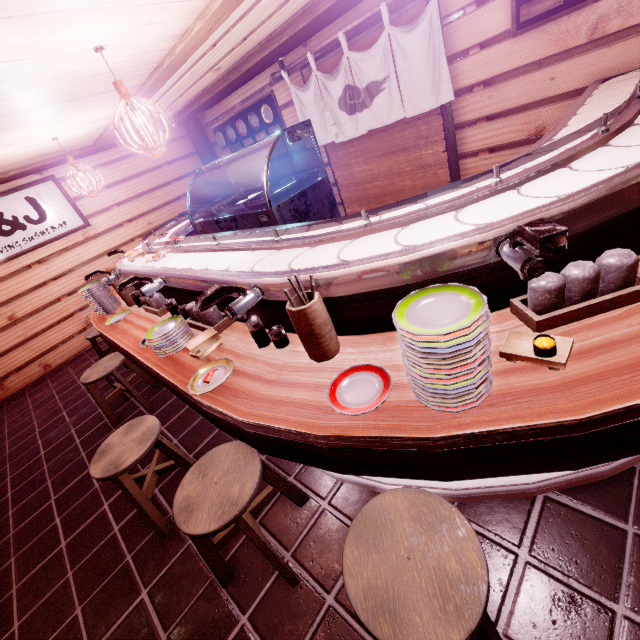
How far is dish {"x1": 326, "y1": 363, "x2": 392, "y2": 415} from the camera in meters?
2.2 m

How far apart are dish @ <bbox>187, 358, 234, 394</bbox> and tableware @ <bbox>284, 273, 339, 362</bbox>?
0.8 meters

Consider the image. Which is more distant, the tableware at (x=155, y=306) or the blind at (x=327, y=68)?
the blind at (x=327, y=68)

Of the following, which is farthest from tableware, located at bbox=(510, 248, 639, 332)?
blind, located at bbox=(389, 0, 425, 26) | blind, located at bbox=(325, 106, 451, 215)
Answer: blind, located at bbox=(389, 0, 425, 26)

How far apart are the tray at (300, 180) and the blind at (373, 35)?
3.6 meters

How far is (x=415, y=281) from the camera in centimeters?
244cm

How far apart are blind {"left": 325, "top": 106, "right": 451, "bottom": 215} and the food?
6.4m

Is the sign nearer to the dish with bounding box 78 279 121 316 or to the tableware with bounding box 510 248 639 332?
the dish with bounding box 78 279 121 316
